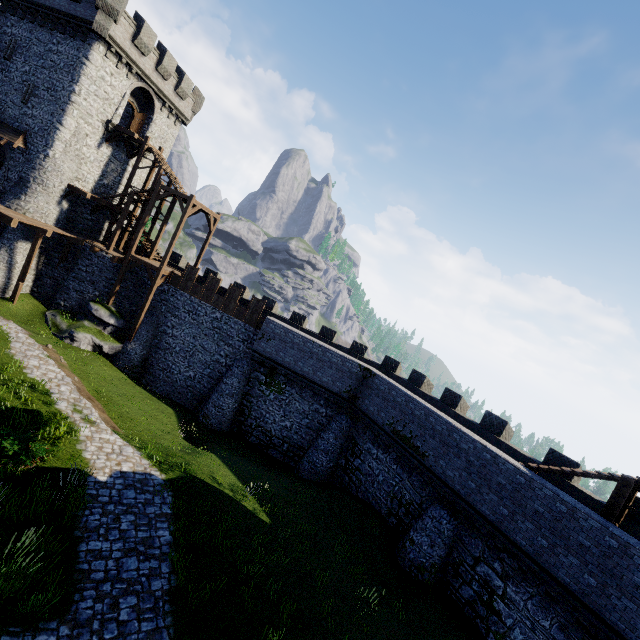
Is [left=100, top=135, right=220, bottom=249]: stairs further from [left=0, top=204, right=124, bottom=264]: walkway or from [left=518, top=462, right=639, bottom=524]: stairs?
[left=518, top=462, right=639, bottom=524]: stairs

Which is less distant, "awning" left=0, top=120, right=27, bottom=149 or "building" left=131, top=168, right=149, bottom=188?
"awning" left=0, top=120, right=27, bottom=149

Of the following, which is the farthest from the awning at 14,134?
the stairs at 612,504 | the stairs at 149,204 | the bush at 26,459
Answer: the stairs at 612,504

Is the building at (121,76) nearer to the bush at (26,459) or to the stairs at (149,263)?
the stairs at (149,263)

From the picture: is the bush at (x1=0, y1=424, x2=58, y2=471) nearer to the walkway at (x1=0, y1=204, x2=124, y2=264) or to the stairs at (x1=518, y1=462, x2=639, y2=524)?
the walkway at (x1=0, y1=204, x2=124, y2=264)

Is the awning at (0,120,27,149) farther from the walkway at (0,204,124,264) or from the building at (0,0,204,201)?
the walkway at (0,204,124,264)

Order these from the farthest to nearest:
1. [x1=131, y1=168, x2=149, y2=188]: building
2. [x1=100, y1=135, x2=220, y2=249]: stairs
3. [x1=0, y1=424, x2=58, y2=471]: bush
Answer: [x1=131, y1=168, x2=149, y2=188]: building < [x1=100, y1=135, x2=220, y2=249]: stairs < [x1=0, y1=424, x2=58, y2=471]: bush

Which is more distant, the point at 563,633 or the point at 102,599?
the point at 563,633
